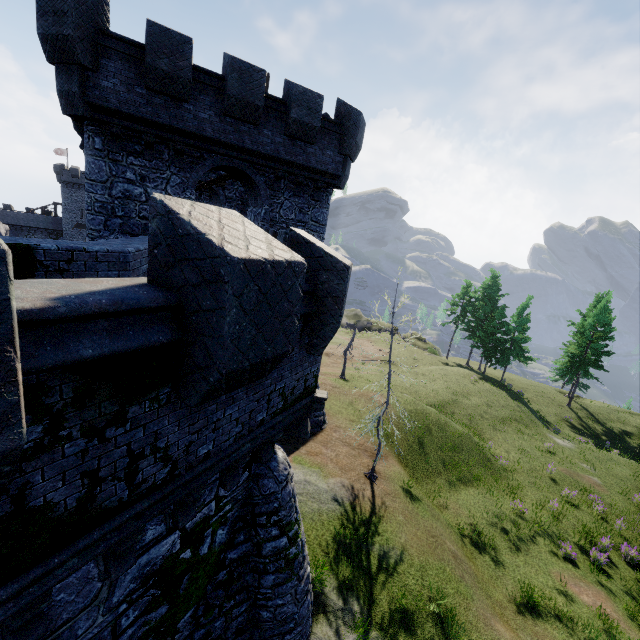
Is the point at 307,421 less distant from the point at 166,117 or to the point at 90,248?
the point at 90,248
